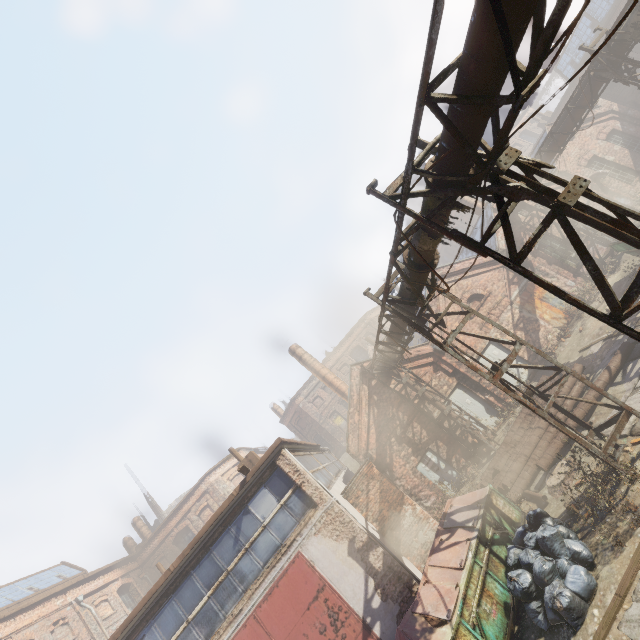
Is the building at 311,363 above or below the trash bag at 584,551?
above

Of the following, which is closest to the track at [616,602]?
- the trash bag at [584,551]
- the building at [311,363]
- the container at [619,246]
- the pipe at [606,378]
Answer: the trash bag at [584,551]

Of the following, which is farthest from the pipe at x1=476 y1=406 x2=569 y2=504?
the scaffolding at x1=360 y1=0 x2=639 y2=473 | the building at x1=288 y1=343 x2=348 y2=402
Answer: the building at x1=288 y1=343 x2=348 y2=402

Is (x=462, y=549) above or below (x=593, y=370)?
above

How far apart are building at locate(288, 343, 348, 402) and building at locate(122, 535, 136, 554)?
23.9 meters

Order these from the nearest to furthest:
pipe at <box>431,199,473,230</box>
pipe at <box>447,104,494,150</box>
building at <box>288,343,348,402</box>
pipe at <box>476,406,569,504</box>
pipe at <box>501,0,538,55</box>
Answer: pipe at <box>501,0,538,55</box> → pipe at <box>447,104,494,150</box> → pipe at <box>431,199,473,230</box> → pipe at <box>476,406,569,504</box> → building at <box>288,343,348,402</box>

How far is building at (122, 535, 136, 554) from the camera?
29.3 meters

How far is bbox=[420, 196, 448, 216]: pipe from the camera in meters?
5.1
